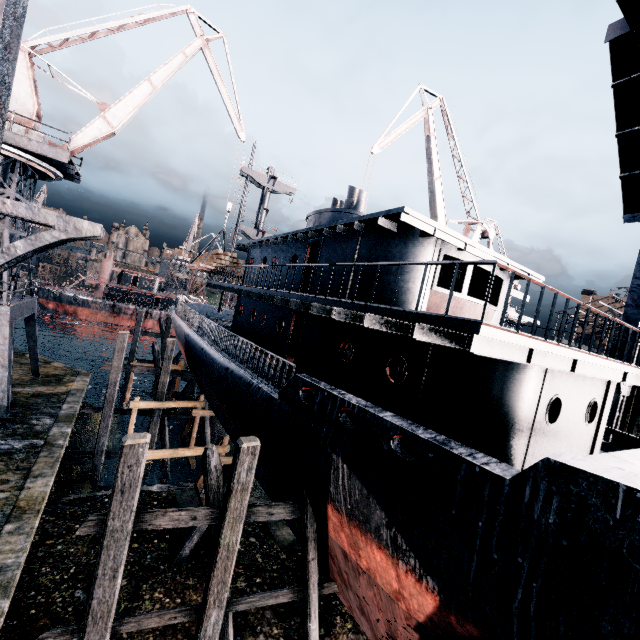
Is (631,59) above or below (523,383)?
above

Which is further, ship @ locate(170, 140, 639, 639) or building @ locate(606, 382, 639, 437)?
building @ locate(606, 382, 639, 437)

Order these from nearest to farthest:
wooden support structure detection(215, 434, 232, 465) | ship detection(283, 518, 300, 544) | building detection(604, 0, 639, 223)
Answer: ship detection(283, 518, 300, 544) → building detection(604, 0, 639, 223) → wooden support structure detection(215, 434, 232, 465)

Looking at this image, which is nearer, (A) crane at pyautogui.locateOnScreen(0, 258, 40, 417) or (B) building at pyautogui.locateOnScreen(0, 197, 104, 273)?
(B) building at pyautogui.locateOnScreen(0, 197, 104, 273)

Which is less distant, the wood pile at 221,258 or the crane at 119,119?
the crane at 119,119

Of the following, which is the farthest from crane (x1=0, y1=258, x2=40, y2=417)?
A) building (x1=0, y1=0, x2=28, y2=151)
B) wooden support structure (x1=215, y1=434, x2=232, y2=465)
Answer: building (x1=0, y1=0, x2=28, y2=151)

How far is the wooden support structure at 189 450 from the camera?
14.7m

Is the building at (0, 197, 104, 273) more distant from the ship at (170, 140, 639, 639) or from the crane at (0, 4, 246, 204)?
the ship at (170, 140, 639, 639)
